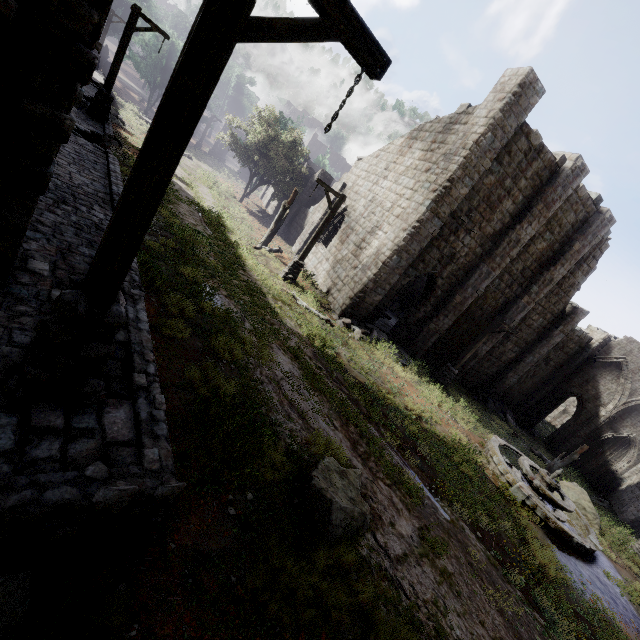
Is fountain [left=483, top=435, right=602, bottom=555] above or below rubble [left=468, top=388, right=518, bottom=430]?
above

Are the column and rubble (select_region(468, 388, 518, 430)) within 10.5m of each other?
yes

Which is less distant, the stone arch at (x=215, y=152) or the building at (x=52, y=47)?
the building at (x=52, y=47)

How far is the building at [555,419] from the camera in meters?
42.5

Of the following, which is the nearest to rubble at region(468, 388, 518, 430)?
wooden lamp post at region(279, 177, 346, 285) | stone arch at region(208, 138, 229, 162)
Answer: wooden lamp post at region(279, 177, 346, 285)

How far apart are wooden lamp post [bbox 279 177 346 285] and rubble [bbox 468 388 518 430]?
15.8 meters

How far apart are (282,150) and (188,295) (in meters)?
20.52

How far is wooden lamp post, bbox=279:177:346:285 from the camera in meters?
14.2
